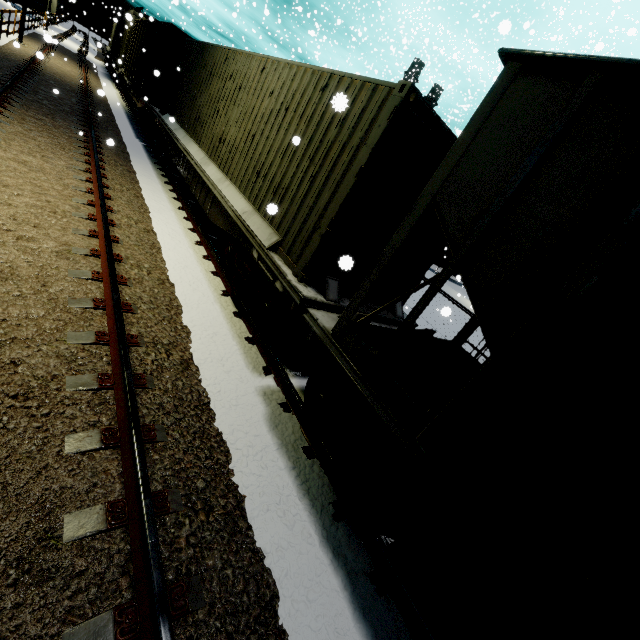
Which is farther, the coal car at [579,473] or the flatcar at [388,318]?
the flatcar at [388,318]

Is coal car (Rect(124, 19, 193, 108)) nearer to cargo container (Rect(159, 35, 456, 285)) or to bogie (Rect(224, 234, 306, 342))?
cargo container (Rect(159, 35, 456, 285))

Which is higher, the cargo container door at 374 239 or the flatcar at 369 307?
the cargo container door at 374 239

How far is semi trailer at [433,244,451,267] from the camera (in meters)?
34.79

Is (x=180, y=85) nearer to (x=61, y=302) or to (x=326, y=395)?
(x=61, y=302)

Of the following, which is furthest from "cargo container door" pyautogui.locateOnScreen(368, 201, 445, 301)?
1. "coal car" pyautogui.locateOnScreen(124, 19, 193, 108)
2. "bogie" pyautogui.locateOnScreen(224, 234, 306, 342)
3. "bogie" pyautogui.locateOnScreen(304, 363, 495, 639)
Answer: "coal car" pyautogui.locateOnScreen(124, 19, 193, 108)

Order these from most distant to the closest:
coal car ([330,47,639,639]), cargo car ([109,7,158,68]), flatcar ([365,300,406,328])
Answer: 1. cargo car ([109,7,158,68])
2. flatcar ([365,300,406,328])
3. coal car ([330,47,639,639])

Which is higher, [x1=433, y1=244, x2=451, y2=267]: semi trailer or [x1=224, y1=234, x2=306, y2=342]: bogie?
[x1=433, y1=244, x2=451, y2=267]: semi trailer
